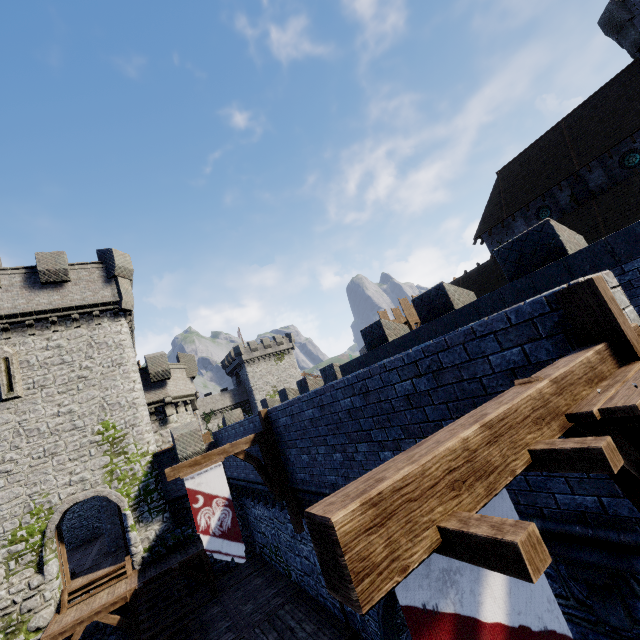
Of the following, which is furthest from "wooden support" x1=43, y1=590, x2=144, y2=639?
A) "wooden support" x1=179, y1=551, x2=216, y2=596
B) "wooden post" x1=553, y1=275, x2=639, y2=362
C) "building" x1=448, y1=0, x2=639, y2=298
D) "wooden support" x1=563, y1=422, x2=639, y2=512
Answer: "building" x1=448, y1=0, x2=639, y2=298

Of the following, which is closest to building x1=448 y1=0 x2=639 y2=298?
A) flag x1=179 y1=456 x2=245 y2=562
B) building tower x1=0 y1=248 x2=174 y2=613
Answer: flag x1=179 y1=456 x2=245 y2=562

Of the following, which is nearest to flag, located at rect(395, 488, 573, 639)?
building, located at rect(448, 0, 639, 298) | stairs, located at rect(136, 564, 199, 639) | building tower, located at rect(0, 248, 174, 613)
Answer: stairs, located at rect(136, 564, 199, 639)

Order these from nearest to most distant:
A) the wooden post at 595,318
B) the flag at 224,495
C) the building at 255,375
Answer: the wooden post at 595,318 → the flag at 224,495 → the building at 255,375

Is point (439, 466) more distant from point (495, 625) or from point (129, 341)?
point (129, 341)

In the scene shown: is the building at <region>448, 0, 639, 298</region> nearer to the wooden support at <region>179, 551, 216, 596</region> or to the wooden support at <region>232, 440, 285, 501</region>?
the wooden support at <region>232, 440, 285, 501</region>

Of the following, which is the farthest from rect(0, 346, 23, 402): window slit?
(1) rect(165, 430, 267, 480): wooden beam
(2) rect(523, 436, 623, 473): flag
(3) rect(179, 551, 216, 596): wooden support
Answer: (2) rect(523, 436, 623, 473): flag

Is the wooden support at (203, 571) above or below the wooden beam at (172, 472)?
below
